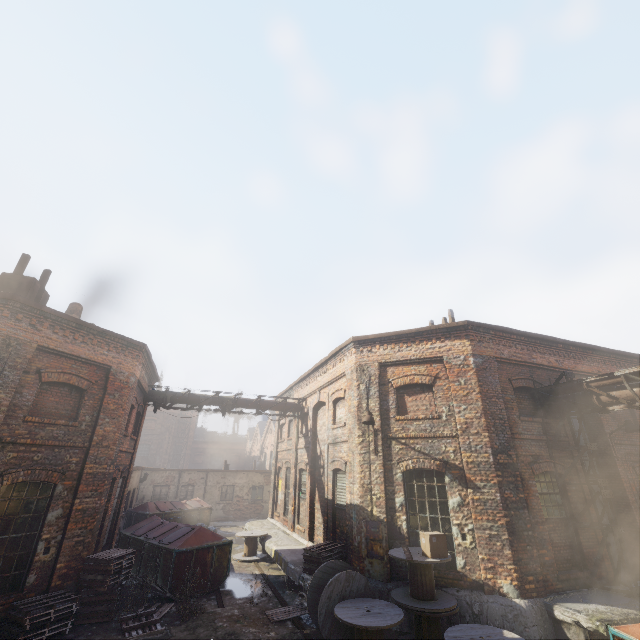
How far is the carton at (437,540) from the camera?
7.8m

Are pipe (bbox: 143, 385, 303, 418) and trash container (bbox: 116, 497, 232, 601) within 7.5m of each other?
yes

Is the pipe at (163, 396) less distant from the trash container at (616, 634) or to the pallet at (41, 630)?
the pallet at (41, 630)

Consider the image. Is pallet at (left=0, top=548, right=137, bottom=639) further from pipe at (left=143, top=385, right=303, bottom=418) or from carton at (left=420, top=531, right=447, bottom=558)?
carton at (left=420, top=531, right=447, bottom=558)

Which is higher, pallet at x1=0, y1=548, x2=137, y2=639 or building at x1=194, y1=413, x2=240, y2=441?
building at x1=194, y1=413, x2=240, y2=441

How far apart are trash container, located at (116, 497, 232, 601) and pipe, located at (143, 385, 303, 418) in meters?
4.4

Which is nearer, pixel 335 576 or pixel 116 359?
pixel 335 576

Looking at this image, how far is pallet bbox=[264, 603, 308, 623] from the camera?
8.9m
